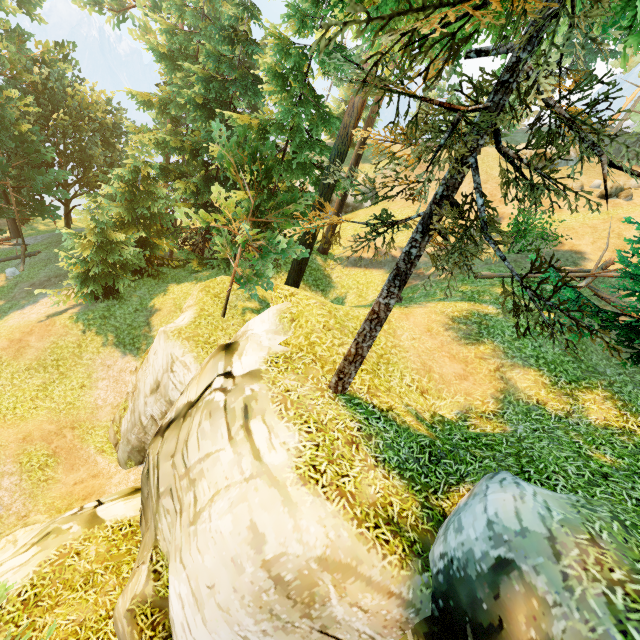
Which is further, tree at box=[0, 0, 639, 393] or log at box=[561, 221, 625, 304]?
log at box=[561, 221, 625, 304]

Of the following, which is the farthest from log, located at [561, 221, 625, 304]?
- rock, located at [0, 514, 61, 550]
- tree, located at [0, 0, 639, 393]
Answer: rock, located at [0, 514, 61, 550]

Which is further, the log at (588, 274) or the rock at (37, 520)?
the log at (588, 274)

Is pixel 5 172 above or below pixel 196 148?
below

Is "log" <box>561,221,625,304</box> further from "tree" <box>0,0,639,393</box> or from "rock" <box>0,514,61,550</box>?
"rock" <box>0,514,61,550</box>

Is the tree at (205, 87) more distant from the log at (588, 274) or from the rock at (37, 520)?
the rock at (37, 520)
